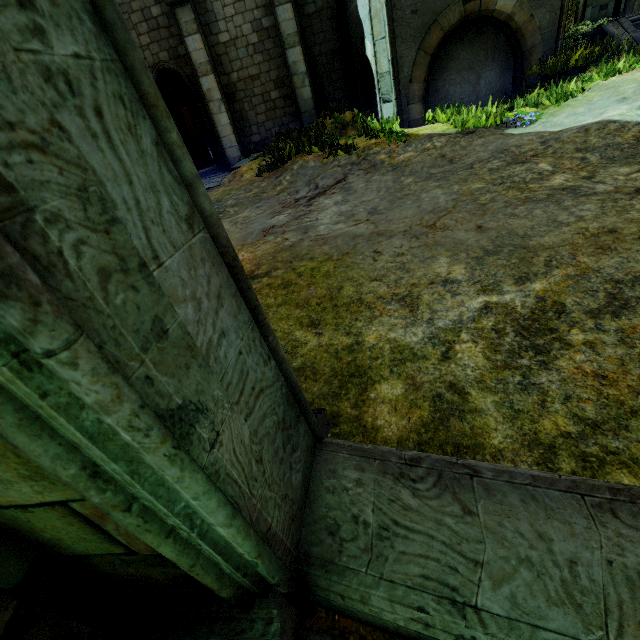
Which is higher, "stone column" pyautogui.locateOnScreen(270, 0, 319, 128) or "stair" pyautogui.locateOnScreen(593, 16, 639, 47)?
"stone column" pyautogui.locateOnScreen(270, 0, 319, 128)

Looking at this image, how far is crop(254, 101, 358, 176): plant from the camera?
8.3 meters

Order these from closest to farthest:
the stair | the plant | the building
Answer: the plant < the stair < the building

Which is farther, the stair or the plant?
the stair

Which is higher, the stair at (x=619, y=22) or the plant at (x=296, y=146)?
the stair at (x=619, y=22)

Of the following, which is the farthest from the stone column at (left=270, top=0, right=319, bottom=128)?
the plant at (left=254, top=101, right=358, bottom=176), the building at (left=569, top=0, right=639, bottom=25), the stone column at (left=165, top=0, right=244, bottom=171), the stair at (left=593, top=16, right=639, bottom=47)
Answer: the stair at (left=593, top=16, right=639, bottom=47)

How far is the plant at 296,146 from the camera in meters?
8.3

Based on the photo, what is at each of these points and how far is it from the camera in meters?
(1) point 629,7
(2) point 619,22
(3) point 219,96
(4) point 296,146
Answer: (1) building, 10.4
(2) stair, 9.2
(3) stone column, 11.8
(4) plant, 9.6
